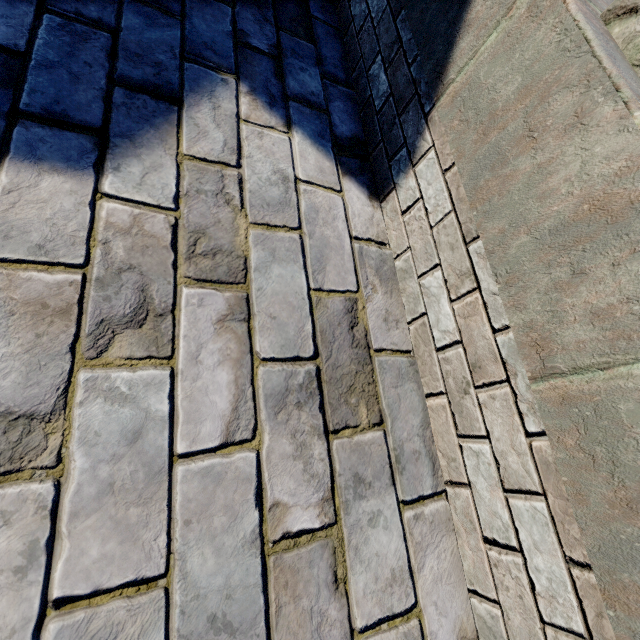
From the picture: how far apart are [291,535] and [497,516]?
0.77m
